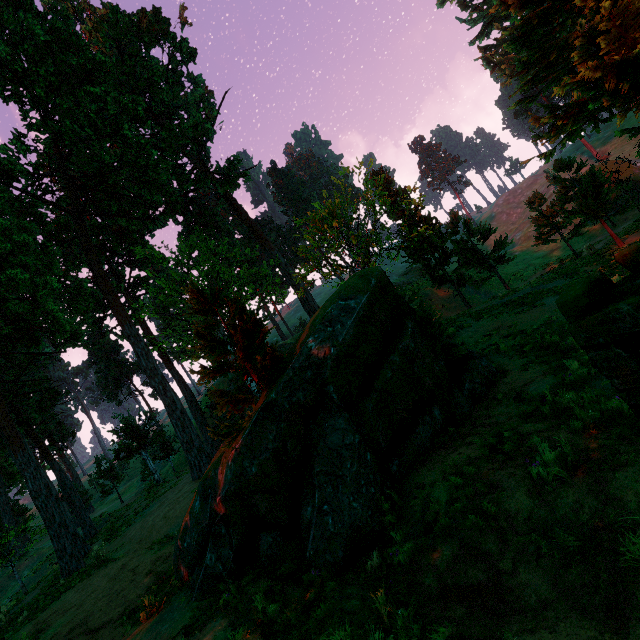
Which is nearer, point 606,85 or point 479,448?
point 479,448

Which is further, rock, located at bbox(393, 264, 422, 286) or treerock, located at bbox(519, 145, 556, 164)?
rock, located at bbox(393, 264, 422, 286)

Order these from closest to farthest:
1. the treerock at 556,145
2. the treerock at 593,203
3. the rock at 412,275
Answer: the treerock at 593,203 < the treerock at 556,145 < the rock at 412,275

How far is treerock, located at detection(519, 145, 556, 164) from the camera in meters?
13.5 m

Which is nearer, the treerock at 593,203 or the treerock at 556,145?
the treerock at 593,203

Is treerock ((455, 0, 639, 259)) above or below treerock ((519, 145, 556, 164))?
below

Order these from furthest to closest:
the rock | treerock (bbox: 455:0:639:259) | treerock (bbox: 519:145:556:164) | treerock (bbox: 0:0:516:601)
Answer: the rock, treerock (bbox: 519:145:556:164), treerock (bbox: 455:0:639:259), treerock (bbox: 0:0:516:601)

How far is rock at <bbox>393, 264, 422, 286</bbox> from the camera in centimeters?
5247cm
